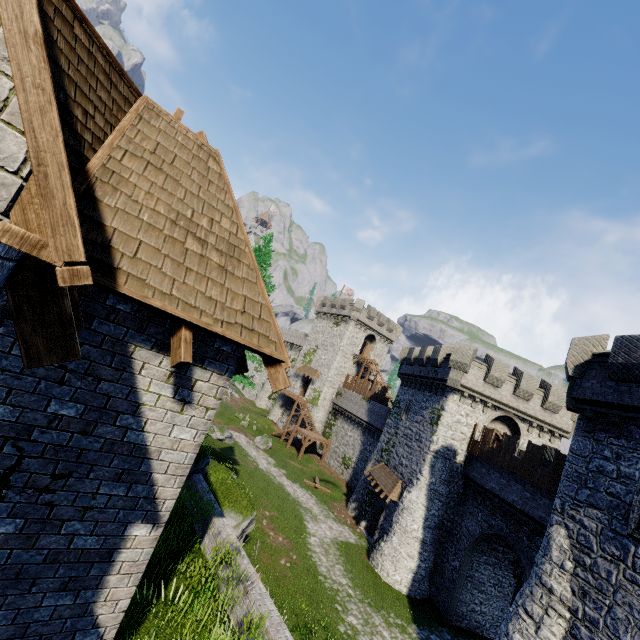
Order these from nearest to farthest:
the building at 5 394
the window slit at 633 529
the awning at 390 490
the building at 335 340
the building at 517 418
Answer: the building at 5 394, the window slit at 633 529, the building at 517 418, the awning at 390 490, the building at 335 340

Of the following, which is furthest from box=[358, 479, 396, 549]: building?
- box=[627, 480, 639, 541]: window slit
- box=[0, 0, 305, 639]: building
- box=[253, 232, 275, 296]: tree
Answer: box=[253, 232, 275, 296]: tree

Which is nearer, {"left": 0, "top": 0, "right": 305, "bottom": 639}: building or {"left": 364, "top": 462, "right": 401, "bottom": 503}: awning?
{"left": 0, "top": 0, "right": 305, "bottom": 639}: building

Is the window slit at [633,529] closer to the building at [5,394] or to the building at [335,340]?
the building at [5,394]

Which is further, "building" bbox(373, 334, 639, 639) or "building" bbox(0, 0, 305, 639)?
"building" bbox(373, 334, 639, 639)

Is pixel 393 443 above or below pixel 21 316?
below

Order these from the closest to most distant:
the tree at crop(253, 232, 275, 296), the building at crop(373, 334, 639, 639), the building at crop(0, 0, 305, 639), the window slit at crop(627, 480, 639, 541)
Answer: the building at crop(0, 0, 305, 639) < the window slit at crop(627, 480, 639, 541) < the building at crop(373, 334, 639, 639) < the tree at crop(253, 232, 275, 296)

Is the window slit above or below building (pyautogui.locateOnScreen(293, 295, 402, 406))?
below
